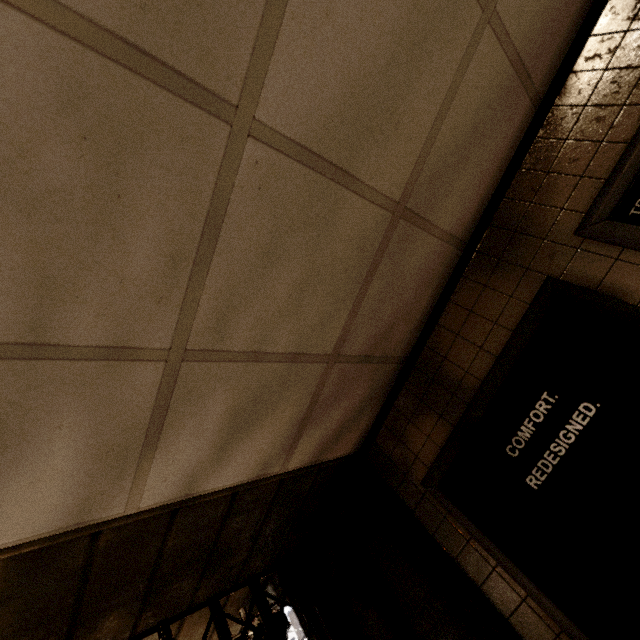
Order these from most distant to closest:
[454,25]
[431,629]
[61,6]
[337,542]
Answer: [337,542], [431,629], [454,25], [61,6]

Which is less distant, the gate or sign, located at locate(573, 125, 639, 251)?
sign, located at locate(573, 125, 639, 251)

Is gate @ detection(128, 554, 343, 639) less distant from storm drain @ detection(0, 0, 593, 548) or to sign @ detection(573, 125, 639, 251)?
storm drain @ detection(0, 0, 593, 548)

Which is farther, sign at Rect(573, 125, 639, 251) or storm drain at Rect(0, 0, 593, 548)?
sign at Rect(573, 125, 639, 251)

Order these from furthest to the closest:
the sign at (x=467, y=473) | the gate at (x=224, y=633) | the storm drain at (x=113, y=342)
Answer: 1. the gate at (x=224, y=633)
2. the sign at (x=467, y=473)
3. the storm drain at (x=113, y=342)

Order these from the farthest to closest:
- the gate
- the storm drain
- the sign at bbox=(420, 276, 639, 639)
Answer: the gate → the sign at bbox=(420, 276, 639, 639) → the storm drain

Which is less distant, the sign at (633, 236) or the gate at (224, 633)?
the sign at (633, 236)

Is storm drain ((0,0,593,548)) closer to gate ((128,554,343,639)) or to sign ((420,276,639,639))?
sign ((420,276,639,639))
